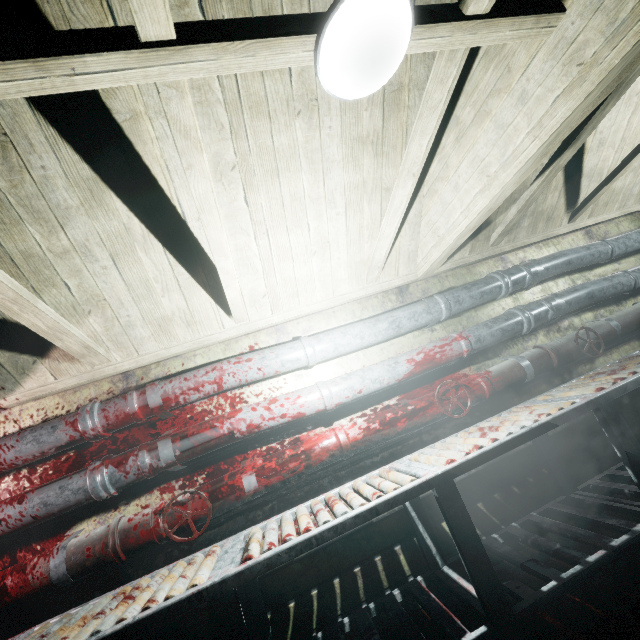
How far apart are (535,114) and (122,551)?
2.9m

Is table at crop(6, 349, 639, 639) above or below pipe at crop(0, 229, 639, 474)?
below

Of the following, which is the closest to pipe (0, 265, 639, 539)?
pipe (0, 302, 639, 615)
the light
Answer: pipe (0, 302, 639, 615)

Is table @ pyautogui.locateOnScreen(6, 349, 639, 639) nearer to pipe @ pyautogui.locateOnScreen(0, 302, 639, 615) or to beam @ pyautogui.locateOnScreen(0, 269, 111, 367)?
pipe @ pyautogui.locateOnScreen(0, 302, 639, 615)

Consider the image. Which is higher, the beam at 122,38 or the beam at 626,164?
the beam at 122,38

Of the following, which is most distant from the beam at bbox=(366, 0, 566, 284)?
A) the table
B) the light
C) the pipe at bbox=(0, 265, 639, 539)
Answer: the table

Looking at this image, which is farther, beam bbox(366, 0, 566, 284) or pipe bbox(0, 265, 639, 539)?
pipe bbox(0, 265, 639, 539)

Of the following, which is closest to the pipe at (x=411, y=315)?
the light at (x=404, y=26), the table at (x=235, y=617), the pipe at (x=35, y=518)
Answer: the pipe at (x=35, y=518)
